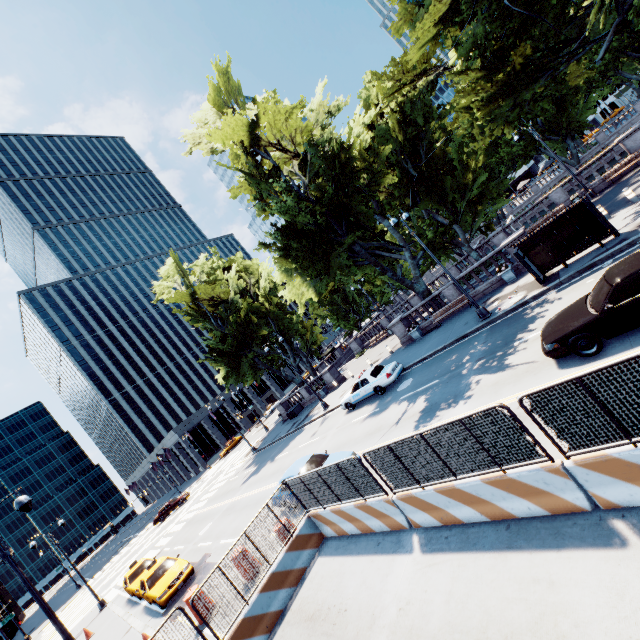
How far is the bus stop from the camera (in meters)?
13.91

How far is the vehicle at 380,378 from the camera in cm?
1891

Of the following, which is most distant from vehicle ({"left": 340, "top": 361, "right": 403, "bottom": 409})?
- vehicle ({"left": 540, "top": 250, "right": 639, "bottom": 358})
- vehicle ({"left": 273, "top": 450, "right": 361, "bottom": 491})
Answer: vehicle ({"left": 540, "top": 250, "right": 639, "bottom": 358})

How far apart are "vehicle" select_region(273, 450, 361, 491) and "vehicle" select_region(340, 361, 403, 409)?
6.2m

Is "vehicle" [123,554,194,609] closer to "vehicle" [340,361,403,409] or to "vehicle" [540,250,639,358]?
"vehicle" [340,361,403,409]

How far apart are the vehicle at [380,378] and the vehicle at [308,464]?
6.2m

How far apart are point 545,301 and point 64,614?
54.71m

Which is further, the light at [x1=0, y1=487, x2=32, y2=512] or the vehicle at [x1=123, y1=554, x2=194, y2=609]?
A: the vehicle at [x1=123, y1=554, x2=194, y2=609]
